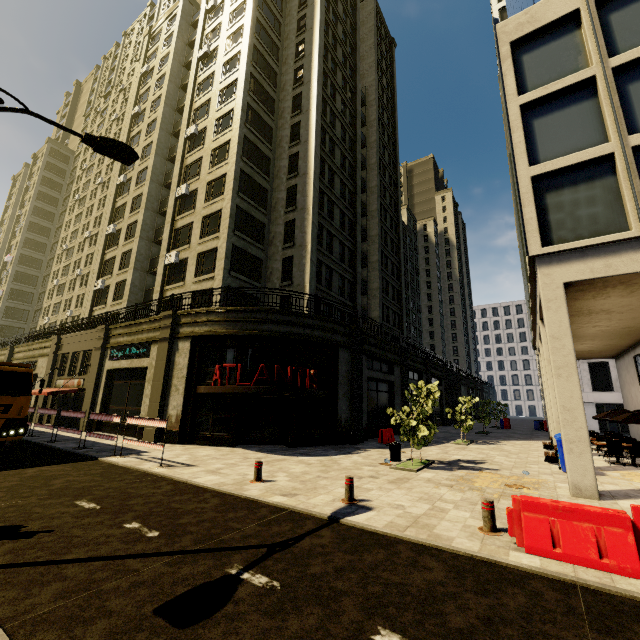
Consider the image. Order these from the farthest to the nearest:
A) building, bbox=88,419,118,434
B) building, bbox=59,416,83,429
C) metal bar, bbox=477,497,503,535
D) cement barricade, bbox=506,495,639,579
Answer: building, bbox=59,416,83,429 < building, bbox=88,419,118,434 < metal bar, bbox=477,497,503,535 < cement barricade, bbox=506,495,639,579

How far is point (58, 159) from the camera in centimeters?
5862cm

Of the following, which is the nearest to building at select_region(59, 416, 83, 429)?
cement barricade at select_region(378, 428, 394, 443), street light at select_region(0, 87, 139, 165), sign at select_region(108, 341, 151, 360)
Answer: sign at select_region(108, 341, 151, 360)

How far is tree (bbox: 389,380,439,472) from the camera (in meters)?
11.79

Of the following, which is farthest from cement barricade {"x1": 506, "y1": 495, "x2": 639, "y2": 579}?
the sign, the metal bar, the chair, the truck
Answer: the sign

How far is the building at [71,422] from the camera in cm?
2097

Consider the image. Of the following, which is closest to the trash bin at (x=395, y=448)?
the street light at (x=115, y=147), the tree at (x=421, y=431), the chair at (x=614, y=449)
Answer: the tree at (x=421, y=431)

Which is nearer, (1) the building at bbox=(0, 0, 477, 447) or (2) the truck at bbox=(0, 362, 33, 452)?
(2) the truck at bbox=(0, 362, 33, 452)
